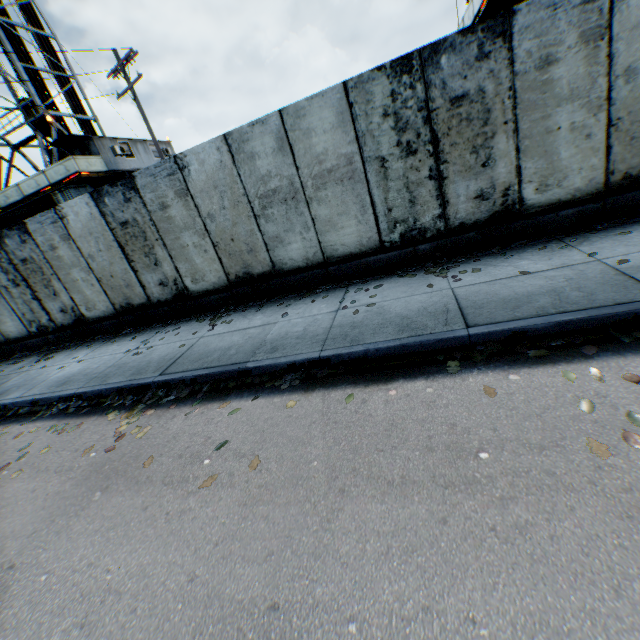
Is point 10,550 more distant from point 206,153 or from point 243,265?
point 206,153

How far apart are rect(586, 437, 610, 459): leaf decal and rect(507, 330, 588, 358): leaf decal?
1.1 meters

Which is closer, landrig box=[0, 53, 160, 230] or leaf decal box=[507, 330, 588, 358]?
leaf decal box=[507, 330, 588, 358]

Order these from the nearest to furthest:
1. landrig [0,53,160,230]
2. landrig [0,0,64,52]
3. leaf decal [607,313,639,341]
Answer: leaf decal [607,313,639,341]
landrig [0,53,160,230]
landrig [0,0,64,52]

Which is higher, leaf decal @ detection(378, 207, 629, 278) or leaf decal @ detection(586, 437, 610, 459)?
leaf decal @ detection(378, 207, 629, 278)

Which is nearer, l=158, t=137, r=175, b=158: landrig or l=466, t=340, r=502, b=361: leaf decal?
l=466, t=340, r=502, b=361: leaf decal

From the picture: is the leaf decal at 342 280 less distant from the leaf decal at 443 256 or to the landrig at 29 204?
the leaf decal at 443 256

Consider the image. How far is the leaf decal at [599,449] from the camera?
2.20m
